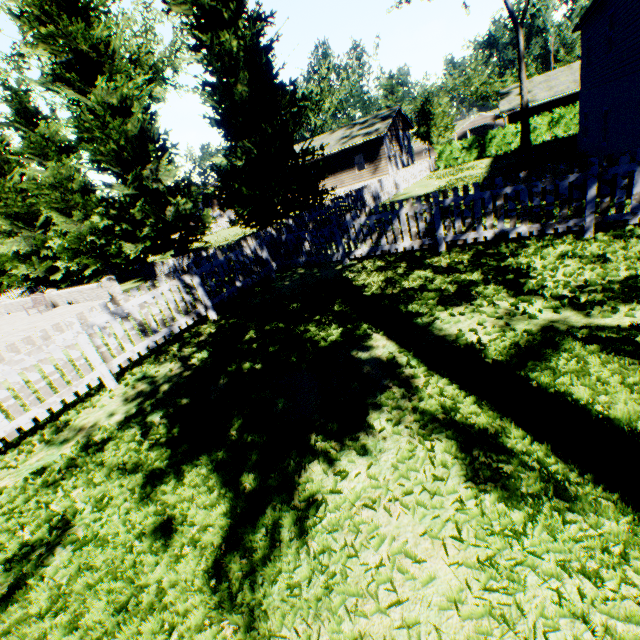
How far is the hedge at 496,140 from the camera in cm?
2584

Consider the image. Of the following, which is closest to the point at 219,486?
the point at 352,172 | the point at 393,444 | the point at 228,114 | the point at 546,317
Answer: the point at 393,444

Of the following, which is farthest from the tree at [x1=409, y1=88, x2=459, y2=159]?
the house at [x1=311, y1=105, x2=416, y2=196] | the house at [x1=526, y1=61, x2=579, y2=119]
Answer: the house at [x1=526, y1=61, x2=579, y2=119]

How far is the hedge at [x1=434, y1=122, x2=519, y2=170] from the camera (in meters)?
25.84

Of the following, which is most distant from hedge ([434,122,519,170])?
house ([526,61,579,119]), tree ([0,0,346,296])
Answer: house ([526,61,579,119])

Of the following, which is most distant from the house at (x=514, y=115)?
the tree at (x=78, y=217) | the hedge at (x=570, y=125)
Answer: the tree at (x=78, y=217)

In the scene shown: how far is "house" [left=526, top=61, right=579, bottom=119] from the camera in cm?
2697

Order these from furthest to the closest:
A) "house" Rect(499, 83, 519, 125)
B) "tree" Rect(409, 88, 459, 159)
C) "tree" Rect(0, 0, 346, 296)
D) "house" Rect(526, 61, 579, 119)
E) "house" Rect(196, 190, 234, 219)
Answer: "house" Rect(196, 190, 234, 219) → "tree" Rect(409, 88, 459, 159) → "house" Rect(499, 83, 519, 125) → "house" Rect(526, 61, 579, 119) → "tree" Rect(0, 0, 346, 296)
